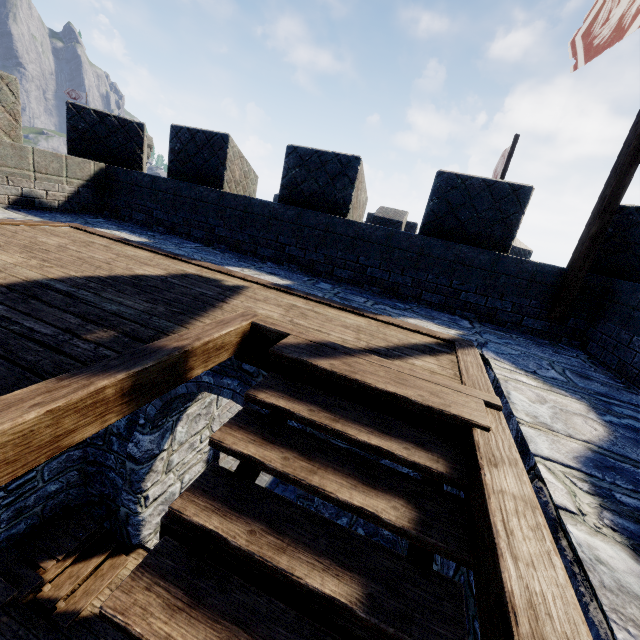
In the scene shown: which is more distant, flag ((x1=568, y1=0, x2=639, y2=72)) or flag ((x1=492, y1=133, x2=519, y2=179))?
flag ((x1=492, y1=133, x2=519, y2=179))

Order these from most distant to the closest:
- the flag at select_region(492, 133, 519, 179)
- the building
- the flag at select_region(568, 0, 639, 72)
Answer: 1. the flag at select_region(492, 133, 519, 179)
2. the flag at select_region(568, 0, 639, 72)
3. the building

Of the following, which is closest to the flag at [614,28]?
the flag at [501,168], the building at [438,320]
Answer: the building at [438,320]

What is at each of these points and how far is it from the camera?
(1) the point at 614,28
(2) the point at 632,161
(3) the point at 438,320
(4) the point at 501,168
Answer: (1) flag, 4.75m
(2) flag, 3.83m
(3) building, 4.31m
(4) flag, 14.34m

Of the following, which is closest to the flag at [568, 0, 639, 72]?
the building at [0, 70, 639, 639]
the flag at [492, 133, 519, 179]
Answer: the building at [0, 70, 639, 639]

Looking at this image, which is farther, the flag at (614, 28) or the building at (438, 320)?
the flag at (614, 28)

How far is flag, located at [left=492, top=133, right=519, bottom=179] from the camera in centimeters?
1315cm

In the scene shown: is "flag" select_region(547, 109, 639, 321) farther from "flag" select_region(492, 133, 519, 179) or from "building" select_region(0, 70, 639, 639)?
"flag" select_region(492, 133, 519, 179)
